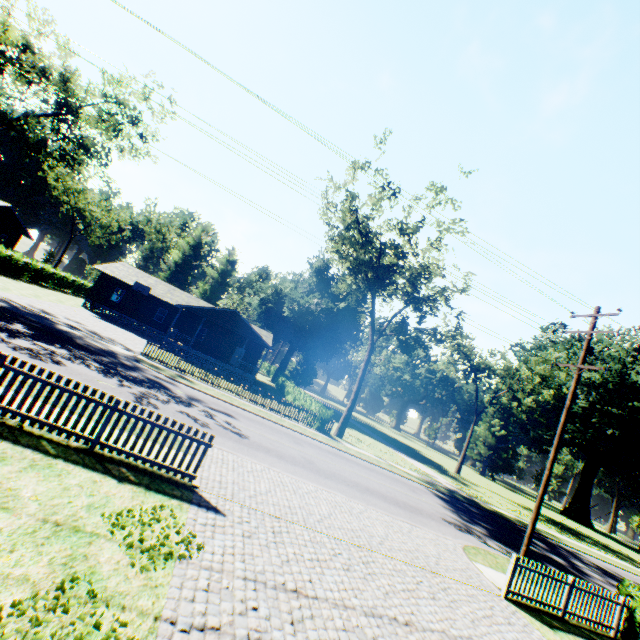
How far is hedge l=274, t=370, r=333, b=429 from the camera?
24.9m

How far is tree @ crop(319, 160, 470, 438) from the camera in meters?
24.7 m

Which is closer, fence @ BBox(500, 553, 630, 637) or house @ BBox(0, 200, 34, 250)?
fence @ BBox(500, 553, 630, 637)

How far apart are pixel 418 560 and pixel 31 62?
39.9m

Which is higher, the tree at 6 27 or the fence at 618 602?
Result: the tree at 6 27

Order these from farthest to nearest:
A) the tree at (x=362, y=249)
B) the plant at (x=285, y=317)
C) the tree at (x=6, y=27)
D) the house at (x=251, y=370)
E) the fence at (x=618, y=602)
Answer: the plant at (x=285, y=317) → the house at (x=251, y=370) → the tree at (x=362, y=249) → the tree at (x=6, y=27) → the fence at (x=618, y=602)

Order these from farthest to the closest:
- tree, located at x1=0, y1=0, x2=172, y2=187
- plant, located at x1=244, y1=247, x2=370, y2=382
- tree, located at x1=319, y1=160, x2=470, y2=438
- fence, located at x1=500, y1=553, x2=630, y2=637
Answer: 1. plant, located at x1=244, y1=247, x2=370, y2=382
2. tree, located at x1=319, y1=160, x2=470, y2=438
3. tree, located at x1=0, y1=0, x2=172, y2=187
4. fence, located at x1=500, y1=553, x2=630, y2=637

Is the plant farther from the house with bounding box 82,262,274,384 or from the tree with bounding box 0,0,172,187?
Result: the house with bounding box 82,262,274,384
